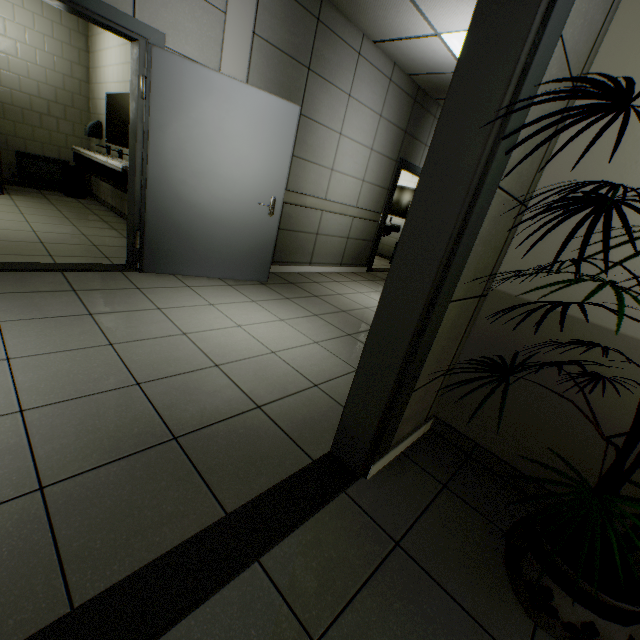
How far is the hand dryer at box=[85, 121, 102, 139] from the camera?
5.90m

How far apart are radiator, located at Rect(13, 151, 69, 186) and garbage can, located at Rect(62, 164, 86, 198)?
0.1m

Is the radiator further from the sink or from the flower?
the flower

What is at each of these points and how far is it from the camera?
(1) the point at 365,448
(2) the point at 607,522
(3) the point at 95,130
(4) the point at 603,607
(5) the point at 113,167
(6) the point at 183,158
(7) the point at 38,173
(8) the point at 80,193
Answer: (1) door, 1.5m
(2) flower, 0.6m
(3) hand dryer, 5.9m
(4) flower pot, 1.0m
(5) sink, 4.1m
(6) door, 3.2m
(7) radiator, 6.2m
(8) garbage can, 6.4m

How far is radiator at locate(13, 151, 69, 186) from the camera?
5.97m

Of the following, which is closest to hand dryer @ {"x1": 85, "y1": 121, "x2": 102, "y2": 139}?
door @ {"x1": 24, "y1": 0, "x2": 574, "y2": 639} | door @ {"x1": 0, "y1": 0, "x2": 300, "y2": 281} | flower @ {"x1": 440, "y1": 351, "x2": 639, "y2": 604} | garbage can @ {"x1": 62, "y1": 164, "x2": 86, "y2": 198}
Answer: garbage can @ {"x1": 62, "y1": 164, "x2": 86, "y2": 198}

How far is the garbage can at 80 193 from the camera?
6.2 meters

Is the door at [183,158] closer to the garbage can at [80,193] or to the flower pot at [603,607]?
the flower pot at [603,607]
